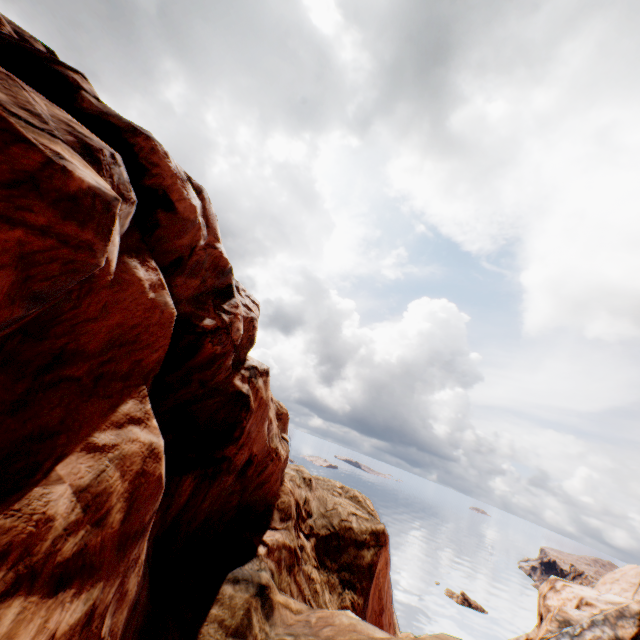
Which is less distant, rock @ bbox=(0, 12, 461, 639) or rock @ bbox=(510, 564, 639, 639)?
rock @ bbox=(0, 12, 461, 639)

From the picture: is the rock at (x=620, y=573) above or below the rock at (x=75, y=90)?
below

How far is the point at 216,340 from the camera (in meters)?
9.91

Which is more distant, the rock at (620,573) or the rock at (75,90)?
the rock at (620,573)

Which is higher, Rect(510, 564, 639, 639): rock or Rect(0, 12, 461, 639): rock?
Rect(0, 12, 461, 639): rock
